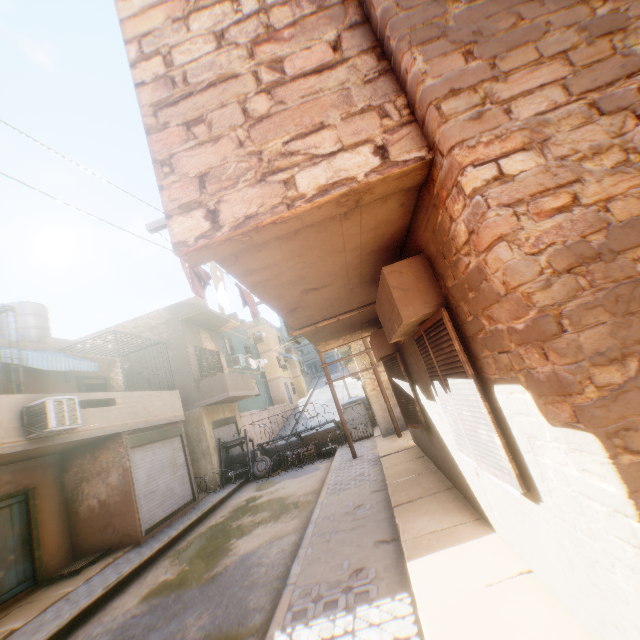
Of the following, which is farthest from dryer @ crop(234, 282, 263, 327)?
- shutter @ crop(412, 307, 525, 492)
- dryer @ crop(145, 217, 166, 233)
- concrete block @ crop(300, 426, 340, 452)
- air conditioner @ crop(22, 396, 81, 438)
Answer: concrete block @ crop(300, 426, 340, 452)

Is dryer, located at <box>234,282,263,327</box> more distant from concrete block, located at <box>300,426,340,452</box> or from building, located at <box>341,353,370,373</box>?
concrete block, located at <box>300,426,340,452</box>

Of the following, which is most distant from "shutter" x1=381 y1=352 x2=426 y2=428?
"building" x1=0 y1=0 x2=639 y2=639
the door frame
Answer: the door frame

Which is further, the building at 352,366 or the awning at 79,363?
the building at 352,366

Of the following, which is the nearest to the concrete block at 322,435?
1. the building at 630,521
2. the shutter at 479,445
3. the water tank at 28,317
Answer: the building at 630,521

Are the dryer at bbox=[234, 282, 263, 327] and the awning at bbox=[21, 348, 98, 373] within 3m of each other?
no

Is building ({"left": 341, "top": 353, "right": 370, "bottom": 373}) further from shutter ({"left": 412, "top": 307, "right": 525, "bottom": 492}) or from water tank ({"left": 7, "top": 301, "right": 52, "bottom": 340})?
water tank ({"left": 7, "top": 301, "right": 52, "bottom": 340})

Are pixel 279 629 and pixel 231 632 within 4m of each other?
yes
